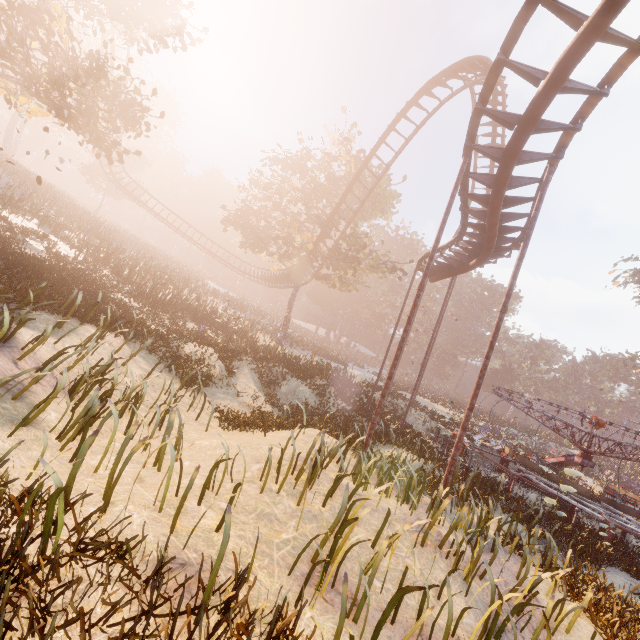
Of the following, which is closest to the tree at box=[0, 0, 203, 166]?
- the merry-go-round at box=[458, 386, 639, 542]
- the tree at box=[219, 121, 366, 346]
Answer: the tree at box=[219, 121, 366, 346]

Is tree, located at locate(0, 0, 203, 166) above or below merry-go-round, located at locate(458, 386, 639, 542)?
above

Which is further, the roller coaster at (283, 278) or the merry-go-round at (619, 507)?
the roller coaster at (283, 278)

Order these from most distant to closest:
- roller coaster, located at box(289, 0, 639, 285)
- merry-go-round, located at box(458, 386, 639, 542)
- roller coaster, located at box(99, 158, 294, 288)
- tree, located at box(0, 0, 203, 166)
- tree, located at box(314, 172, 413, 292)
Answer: roller coaster, located at box(99, 158, 294, 288) → tree, located at box(314, 172, 413, 292) → tree, located at box(0, 0, 203, 166) → merry-go-round, located at box(458, 386, 639, 542) → roller coaster, located at box(289, 0, 639, 285)

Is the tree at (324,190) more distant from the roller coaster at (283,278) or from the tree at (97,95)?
the tree at (97,95)

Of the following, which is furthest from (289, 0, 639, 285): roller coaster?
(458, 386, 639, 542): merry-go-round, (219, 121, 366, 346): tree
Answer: (458, 386, 639, 542): merry-go-round

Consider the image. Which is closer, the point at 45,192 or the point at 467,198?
the point at 467,198

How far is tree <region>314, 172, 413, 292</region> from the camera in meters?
26.3
